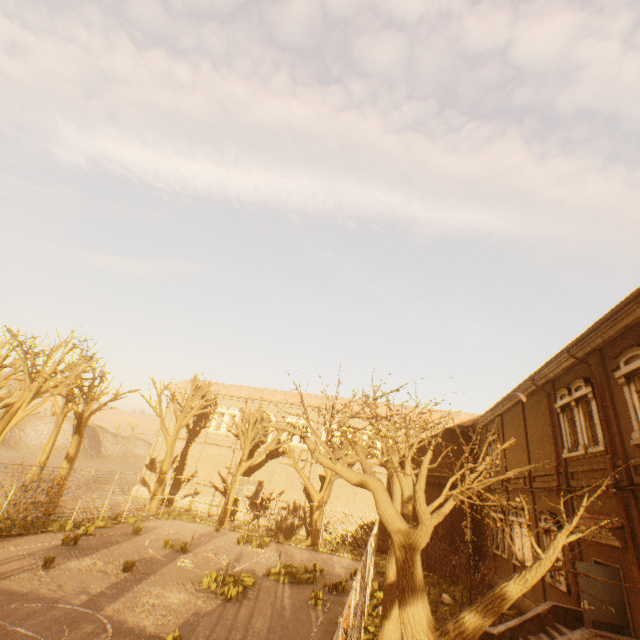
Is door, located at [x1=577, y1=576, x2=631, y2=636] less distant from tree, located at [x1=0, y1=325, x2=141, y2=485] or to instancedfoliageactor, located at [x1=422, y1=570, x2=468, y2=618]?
tree, located at [x1=0, y1=325, x2=141, y2=485]

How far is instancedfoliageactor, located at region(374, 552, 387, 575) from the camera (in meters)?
19.86

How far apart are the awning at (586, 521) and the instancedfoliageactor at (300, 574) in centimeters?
1141cm

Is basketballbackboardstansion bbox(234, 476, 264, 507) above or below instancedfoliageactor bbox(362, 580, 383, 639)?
above

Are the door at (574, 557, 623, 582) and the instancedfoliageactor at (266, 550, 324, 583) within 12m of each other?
yes

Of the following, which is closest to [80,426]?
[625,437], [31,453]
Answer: [625,437]

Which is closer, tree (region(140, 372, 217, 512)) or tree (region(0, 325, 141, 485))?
tree (region(0, 325, 141, 485))

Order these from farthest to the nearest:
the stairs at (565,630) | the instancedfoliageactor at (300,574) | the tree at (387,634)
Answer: the instancedfoliageactor at (300,574) < the stairs at (565,630) < the tree at (387,634)
